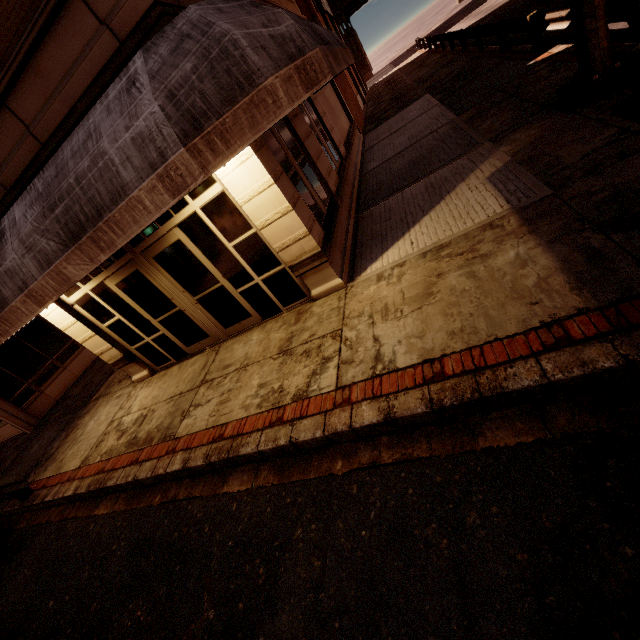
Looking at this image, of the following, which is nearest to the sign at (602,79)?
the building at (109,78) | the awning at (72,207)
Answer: the awning at (72,207)

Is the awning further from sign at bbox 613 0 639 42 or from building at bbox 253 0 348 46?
sign at bbox 613 0 639 42

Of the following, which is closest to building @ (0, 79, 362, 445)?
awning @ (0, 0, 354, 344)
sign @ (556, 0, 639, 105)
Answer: awning @ (0, 0, 354, 344)

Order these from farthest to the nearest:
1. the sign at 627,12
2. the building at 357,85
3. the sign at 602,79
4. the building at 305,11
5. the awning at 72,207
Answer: the building at 357,85 → the building at 305,11 → the sign at 602,79 → the sign at 627,12 → the awning at 72,207

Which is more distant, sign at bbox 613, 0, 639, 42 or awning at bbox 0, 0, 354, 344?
sign at bbox 613, 0, 639, 42

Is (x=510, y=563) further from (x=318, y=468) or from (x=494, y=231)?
(x=494, y=231)

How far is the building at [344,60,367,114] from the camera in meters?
24.7 m
